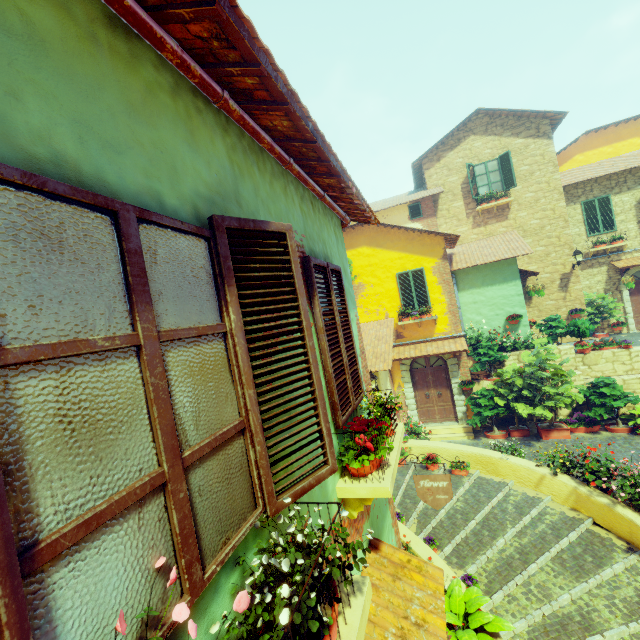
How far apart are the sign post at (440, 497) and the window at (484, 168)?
14.1 meters

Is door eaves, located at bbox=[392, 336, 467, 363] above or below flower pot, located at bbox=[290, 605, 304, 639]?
below

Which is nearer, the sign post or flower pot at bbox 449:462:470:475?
the sign post

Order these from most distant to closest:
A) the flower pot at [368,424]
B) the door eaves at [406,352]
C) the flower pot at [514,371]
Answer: the door eaves at [406,352] < the flower pot at [514,371] < the flower pot at [368,424]

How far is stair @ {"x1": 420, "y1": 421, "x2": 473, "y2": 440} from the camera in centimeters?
1222cm

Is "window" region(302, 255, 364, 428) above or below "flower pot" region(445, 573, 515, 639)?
above

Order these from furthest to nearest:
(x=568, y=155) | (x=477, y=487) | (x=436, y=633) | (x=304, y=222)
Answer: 1. (x=568, y=155)
2. (x=477, y=487)
3. (x=304, y=222)
4. (x=436, y=633)

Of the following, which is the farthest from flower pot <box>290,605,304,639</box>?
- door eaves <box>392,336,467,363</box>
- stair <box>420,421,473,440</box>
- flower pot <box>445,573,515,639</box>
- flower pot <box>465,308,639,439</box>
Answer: door eaves <box>392,336,467,363</box>
